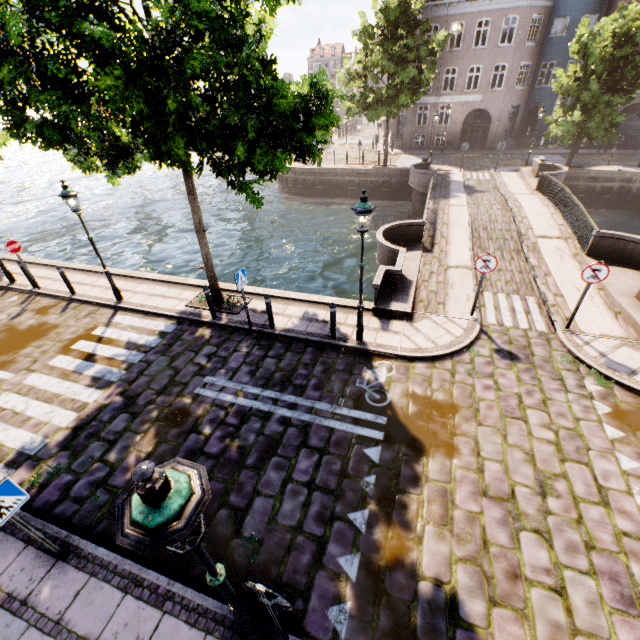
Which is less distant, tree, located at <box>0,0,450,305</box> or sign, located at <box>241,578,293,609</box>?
sign, located at <box>241,578,293,609</box>

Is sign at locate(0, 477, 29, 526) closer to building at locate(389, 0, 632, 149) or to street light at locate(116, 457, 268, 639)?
street light at locate(116, 457, 268, 639)

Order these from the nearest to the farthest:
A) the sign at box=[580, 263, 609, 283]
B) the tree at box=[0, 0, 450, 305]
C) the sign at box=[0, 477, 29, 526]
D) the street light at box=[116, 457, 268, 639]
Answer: the street light at box=[116, 457, 268, 639]
the sign at box=[0, 477, 29, 526]
the tree at box=[0, 0, 450, 305]
the sign at box=[580, 263, 609, 283]

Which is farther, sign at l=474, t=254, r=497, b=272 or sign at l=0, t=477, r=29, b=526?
sign at l=474, t=254, r=497, b=272

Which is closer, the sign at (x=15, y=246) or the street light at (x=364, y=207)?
the street light at (x=364, y=207)

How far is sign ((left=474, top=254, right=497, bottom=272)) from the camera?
8.2m

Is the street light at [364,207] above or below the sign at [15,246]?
above

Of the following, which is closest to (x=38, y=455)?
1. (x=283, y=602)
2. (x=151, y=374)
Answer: (x=151, y=374)
